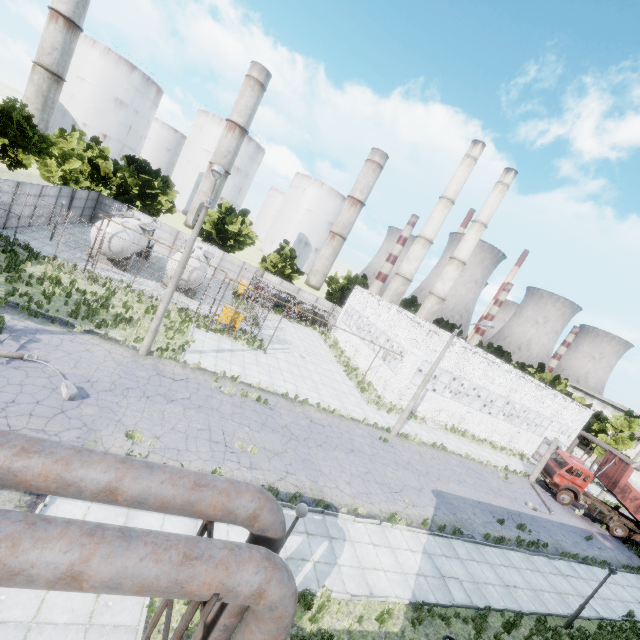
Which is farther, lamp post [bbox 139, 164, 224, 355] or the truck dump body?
the truck dump body

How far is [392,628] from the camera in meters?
9.9 m

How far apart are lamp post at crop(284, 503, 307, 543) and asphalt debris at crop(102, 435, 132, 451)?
5.74m

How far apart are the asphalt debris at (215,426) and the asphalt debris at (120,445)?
3.1 meters

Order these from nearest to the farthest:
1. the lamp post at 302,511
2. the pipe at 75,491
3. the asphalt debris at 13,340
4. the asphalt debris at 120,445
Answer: the pipe at 75,491 < the lamp post at 302,511 < the asphalt debris at 120,445 < the asphalt debris at 13,340

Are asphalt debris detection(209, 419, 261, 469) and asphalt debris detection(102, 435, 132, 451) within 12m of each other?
yes

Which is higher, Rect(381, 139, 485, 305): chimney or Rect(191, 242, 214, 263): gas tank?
Rect(381, 139, 485, 305): chimney

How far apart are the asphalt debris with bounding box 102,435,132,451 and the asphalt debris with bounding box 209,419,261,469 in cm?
314
